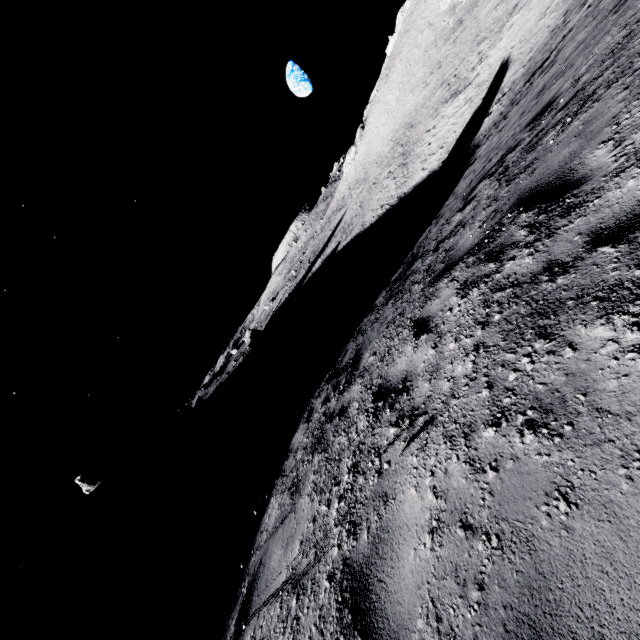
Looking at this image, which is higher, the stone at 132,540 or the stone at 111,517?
the stone at 111,517

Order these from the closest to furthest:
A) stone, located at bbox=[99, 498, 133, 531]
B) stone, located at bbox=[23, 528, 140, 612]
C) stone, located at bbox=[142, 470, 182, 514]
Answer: stone, located at bbox=[23, 528, 140, 612] < stone, located at bbox=[142, 470, 182, 514] < stone, located at bbox=[99, 498, 133, 531]

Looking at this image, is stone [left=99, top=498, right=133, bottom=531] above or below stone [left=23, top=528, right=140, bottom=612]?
above

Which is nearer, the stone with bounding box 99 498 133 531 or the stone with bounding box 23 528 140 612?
the stone with bounding box 23 528 140 612

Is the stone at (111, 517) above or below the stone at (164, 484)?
above

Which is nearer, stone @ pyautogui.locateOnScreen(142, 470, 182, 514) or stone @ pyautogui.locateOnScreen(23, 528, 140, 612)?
stone @ pyautogui.locateOnScreen(23, 528, 140, 612)

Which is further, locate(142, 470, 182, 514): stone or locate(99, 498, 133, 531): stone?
locate(99, 498, 133, 531): stone

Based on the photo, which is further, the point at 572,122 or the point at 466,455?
the point at 572,122
